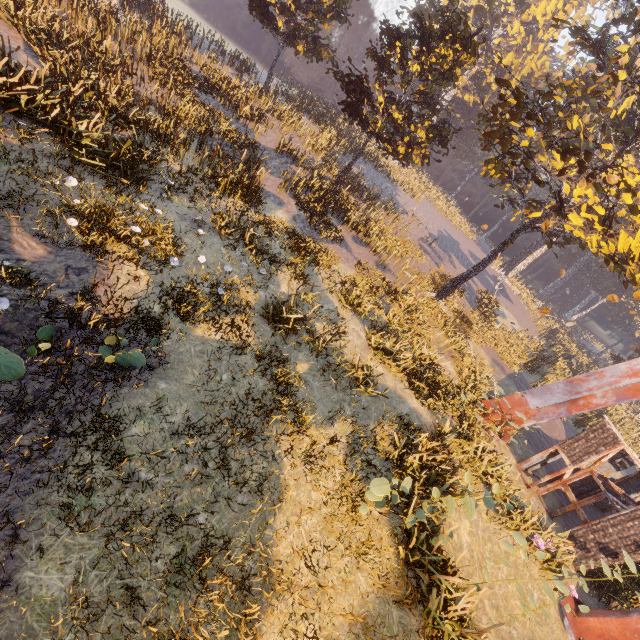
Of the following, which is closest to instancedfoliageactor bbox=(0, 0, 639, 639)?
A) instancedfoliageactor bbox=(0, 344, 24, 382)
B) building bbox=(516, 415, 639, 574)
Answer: building bbox=(516, 415, 639, 574)

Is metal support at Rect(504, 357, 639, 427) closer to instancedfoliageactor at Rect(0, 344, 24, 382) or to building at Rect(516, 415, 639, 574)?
building at Rect(516, 415, 639, 574)

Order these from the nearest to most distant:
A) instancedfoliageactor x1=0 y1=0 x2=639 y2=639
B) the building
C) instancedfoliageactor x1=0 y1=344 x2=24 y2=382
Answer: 1. instancedfoliageactor x1=0 y1=344 x2=24 y2=382
2. instancedfoliageactor x1=0 y1=0 x2=639 y2=639
3. the building

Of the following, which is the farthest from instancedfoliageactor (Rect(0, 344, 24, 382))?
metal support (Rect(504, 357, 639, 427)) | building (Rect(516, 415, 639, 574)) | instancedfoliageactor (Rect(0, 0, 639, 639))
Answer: building (Rect(516, 415, 639, 574))

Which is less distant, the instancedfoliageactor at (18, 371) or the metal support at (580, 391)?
the instancedfoliageactor at (18, 371)

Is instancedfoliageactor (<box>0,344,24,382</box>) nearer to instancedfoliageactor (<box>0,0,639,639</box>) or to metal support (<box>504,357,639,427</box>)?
instancedfoliageactor (<box>0,0,639,639</box>)

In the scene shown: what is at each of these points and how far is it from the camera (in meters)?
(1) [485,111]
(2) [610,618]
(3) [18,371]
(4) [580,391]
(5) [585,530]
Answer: (1) instancedfoliageactor, 51.62
(2) metal support, 9.38
(3) instancedfoliageactor, 4.64
(4) metal support, 14.14
(5) building, 11.57
